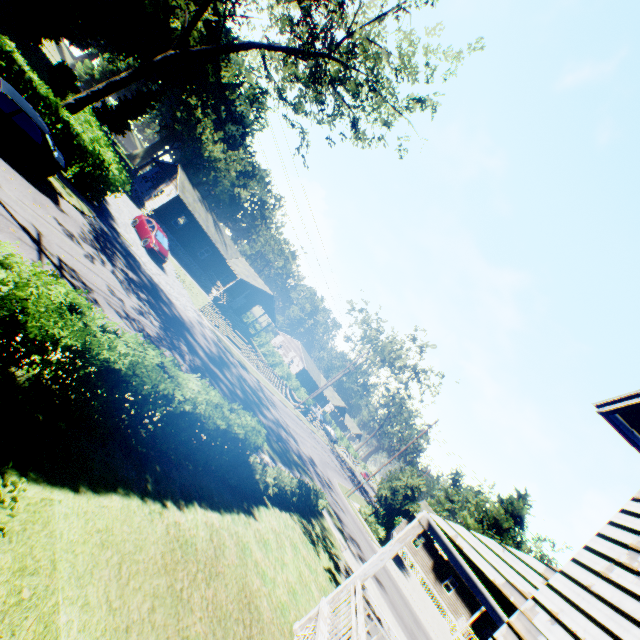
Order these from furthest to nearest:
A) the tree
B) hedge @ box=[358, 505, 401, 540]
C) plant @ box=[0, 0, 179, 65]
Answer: plant @ box=[0, 0, 179, 65], hedge @ box=[358, 505, 401, 540], the tree

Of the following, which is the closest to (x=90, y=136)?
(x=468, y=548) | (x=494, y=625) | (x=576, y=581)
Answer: (x=468, y=548)

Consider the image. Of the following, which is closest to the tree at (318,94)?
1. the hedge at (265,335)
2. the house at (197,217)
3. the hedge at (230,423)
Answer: the house at (197,217)

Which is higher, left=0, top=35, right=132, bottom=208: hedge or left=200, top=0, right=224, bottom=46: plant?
left=200, top=0, right=224, bottom=46: plant

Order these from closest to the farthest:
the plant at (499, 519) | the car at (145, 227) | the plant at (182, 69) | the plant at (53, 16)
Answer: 1. the car at (145, 227)
2. the plant at (53, 16)
3. the plant at (182, 69)
4. the plant at (499, 519)

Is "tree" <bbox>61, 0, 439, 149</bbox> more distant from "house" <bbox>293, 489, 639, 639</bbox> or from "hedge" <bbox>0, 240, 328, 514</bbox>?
"house" <bbox>293, 489, 639, 639</bbox>

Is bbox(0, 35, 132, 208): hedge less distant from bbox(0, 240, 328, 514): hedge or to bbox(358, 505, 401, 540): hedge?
bbox(0, 240, 328, 514): hedge

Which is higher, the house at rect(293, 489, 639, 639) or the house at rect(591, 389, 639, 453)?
the house at rect(591, 389, 639, 453)
